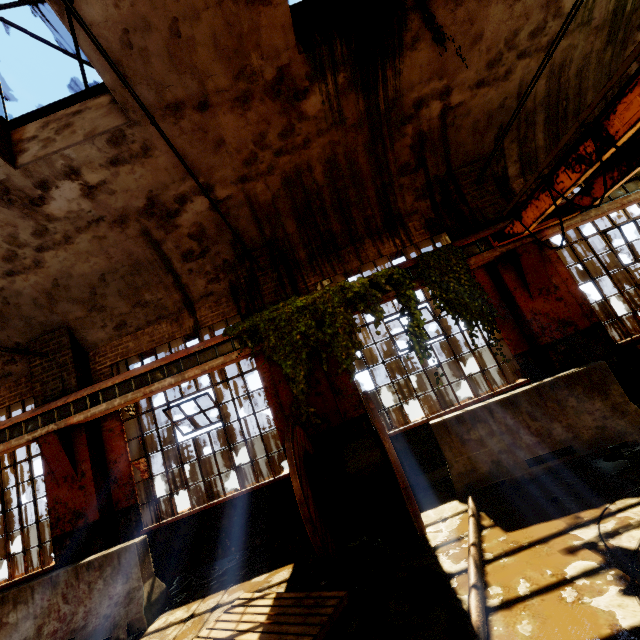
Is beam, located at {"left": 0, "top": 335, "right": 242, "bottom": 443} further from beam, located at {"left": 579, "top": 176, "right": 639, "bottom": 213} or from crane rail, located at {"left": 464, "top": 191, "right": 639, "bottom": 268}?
beam, located at {"left": 579, "top": 176, "right": 639, "bottom": 213}

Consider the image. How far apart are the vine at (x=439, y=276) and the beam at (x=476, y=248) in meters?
0.0

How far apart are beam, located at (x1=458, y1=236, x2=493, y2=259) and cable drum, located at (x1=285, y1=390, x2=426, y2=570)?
3.3 meters

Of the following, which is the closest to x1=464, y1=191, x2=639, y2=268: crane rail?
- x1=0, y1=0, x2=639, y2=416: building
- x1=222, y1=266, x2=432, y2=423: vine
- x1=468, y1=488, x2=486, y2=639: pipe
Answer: x1=0, y1=0, x2=639, y2=416: building

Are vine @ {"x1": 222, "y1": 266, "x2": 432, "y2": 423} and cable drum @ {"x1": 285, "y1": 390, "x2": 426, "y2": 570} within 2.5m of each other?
yes

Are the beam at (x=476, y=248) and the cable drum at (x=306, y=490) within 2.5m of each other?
no

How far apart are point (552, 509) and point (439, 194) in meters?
6.1 m

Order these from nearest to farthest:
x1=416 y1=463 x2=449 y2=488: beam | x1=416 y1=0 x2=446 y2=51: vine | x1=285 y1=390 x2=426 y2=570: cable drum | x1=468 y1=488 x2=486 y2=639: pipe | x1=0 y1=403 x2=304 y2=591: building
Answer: x1=468 y1=488 x2=486 y2=639: pipe < x1=285 y1=390 x2=426 y2=570: cable drum < x1=416 y1=0 x2=446 y2=51: vine < x1=416 y1=463 x2=449 y2=488: beam < x1=0 y1=403 x2=304 y2=591: building
